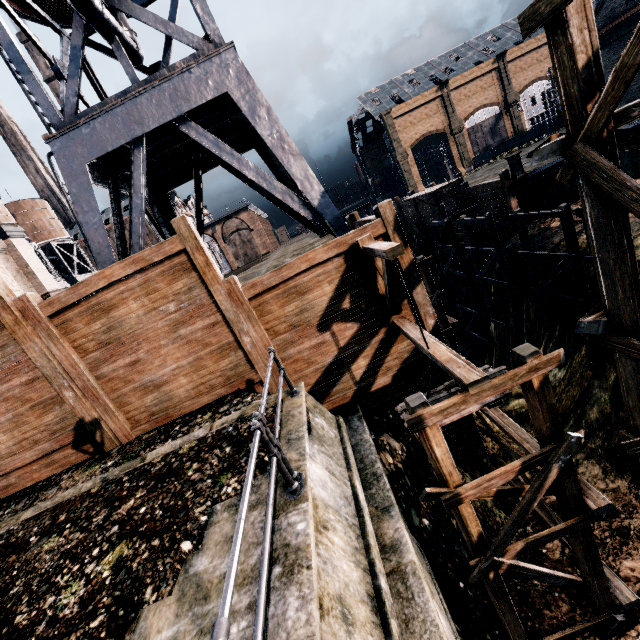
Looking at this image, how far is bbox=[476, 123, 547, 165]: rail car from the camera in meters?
55.7

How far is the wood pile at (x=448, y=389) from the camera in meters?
7.1 m

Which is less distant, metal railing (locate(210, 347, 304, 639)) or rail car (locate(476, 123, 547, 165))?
metal railing (locate(210, 347, 304, 639))

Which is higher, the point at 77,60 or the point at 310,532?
the point at 77,60

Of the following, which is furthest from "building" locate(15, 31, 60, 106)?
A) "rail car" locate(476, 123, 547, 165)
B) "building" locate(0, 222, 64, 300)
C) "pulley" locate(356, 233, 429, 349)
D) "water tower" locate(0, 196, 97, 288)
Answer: "pulley" locate(356, 233, 429, 349)

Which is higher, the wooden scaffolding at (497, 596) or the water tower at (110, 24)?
the water tower at (110, 24)

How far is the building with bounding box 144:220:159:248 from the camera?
52.1 meters

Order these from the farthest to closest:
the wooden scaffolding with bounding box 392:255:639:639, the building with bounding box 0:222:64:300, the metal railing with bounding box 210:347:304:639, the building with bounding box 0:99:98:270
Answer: the building with bounding box 0:99:98:270, the building with bounding box 0:222:64:300, the wooden scaffolding with bounding box 392:255:639:639, the metal railing with bounding box 210:347:304:639
